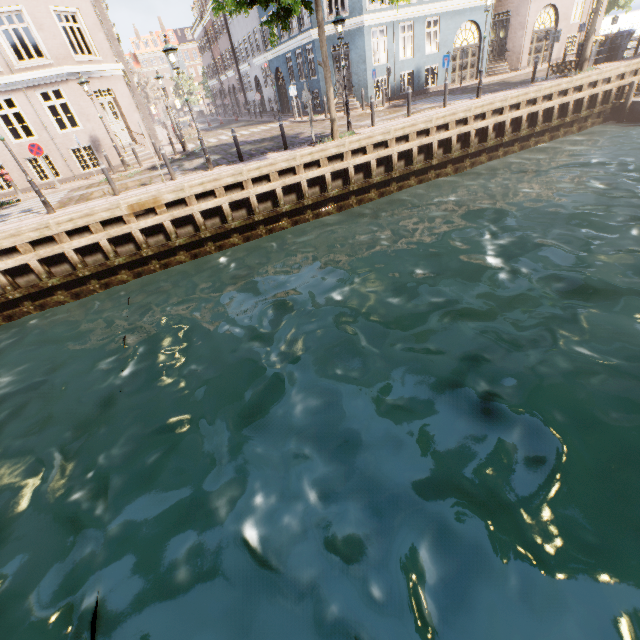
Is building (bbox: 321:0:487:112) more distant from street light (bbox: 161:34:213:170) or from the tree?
street light (bbox: 161:34:213:170)

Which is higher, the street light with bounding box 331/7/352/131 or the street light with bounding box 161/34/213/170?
the street light with bounding box 331/7/352/131

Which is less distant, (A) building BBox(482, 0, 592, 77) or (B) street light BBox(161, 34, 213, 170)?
(B) street light BBox(161, 34, 213, 170)

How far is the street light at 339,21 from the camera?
11.31m

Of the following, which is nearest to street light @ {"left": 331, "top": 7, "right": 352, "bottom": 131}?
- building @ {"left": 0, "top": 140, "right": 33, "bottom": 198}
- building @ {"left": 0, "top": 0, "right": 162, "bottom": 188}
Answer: building @ {"left": 0, "top": 0, "right": 162, "bottom": 188}

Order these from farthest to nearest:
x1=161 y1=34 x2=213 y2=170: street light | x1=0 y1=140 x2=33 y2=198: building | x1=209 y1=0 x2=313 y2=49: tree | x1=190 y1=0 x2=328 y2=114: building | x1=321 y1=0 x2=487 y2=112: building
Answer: x1=190 y1=0 x2=328 y2=114: building → x1=321 y1=0 x2=487 y2=112: building → x1=0 y1=140 x2=33 y2=198: building → x1=161 y1=34 x2=213 y2=170: street light → x1=209 y1=0 x2=313 y2=49: tree

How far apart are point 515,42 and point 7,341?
33.1m

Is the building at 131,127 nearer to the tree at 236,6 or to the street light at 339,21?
the tree at 236,6
